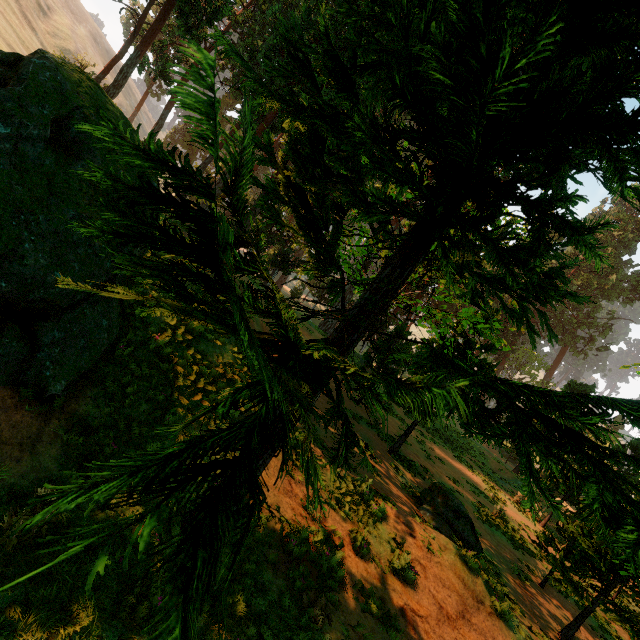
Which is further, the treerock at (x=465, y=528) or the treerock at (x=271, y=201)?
the treerock at (x=465, y=528)

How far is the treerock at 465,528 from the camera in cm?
1128

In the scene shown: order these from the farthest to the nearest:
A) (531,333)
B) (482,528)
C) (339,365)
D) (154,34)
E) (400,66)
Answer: (154,34), (482,528), (531,333), (339,365), (400,66)

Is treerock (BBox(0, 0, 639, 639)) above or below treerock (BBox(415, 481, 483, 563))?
above

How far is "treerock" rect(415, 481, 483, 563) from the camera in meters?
11.3 m

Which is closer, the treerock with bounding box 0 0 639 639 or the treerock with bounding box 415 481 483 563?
the treerock with bounding box 0 0 639 639
